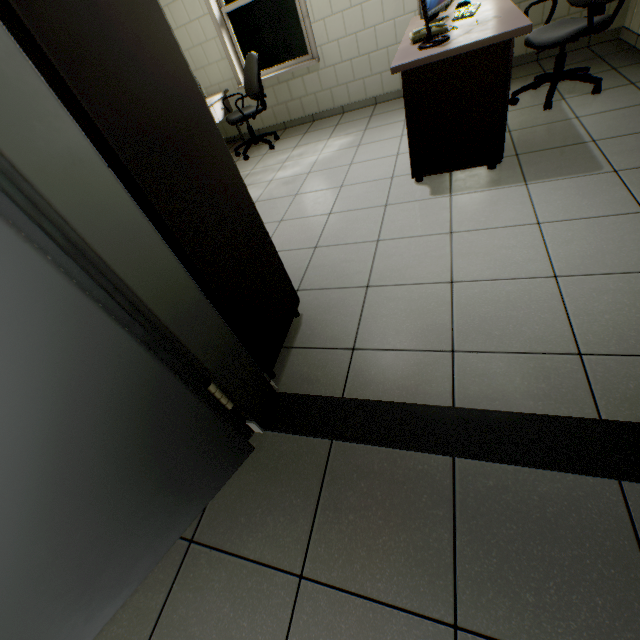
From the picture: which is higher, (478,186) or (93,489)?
(93,489)

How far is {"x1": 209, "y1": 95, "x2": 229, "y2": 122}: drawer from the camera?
4.80m

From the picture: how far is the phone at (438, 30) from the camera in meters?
2.3

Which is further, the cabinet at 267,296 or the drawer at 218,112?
the drawer at 218,112

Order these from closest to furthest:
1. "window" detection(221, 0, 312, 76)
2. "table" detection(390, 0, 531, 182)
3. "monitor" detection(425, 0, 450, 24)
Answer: "table" detection(390, 0, 531, 182) < "monitor" detection(425, 0, 450, 24) < "window" detection(221, 0, 312, 76)

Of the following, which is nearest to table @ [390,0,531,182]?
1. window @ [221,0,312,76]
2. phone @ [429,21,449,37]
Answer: phone @ [429,21,449,37]

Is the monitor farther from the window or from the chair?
the window

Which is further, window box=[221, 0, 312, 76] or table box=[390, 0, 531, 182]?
window box=[221, 0, 312, 76]
